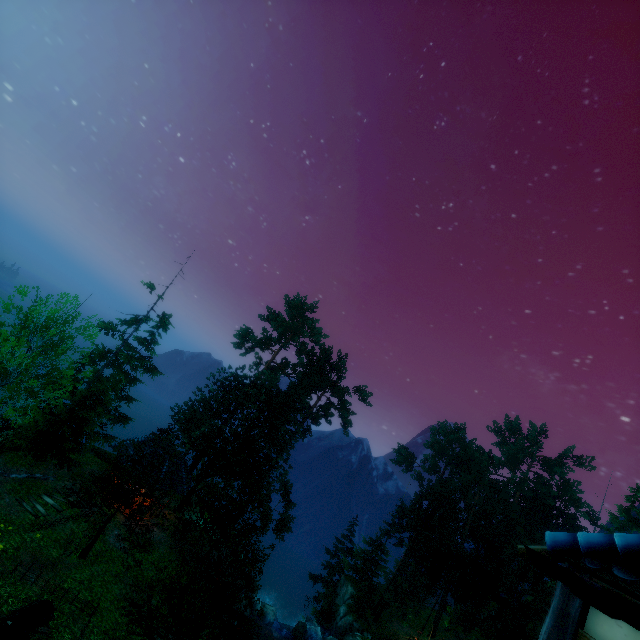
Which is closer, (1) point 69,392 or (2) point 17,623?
(2) point 17,623

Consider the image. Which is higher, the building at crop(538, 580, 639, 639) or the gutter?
the gutter

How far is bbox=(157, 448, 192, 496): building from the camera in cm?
2417

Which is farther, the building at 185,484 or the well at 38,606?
the building at 185,484

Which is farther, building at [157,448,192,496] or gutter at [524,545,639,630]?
building at [157,448,192,496]

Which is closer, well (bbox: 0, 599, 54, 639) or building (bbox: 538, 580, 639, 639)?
building (bbox: 538, 580, 639, 639)

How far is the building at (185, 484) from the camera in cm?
2417

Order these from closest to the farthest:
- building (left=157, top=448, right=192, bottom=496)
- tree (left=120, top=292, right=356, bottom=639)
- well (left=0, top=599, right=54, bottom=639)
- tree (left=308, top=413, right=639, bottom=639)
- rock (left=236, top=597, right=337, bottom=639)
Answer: well (left=0, top=599, right=54, bottom=639) → tree (left=120, top=292, right=356, bottom=639) → building (left=157, top=448, right=192, bottom=496) → rock (left=236, top=597, right=337, bottom=639) → tree (left=308, top=413, right=639, bottom=639)
